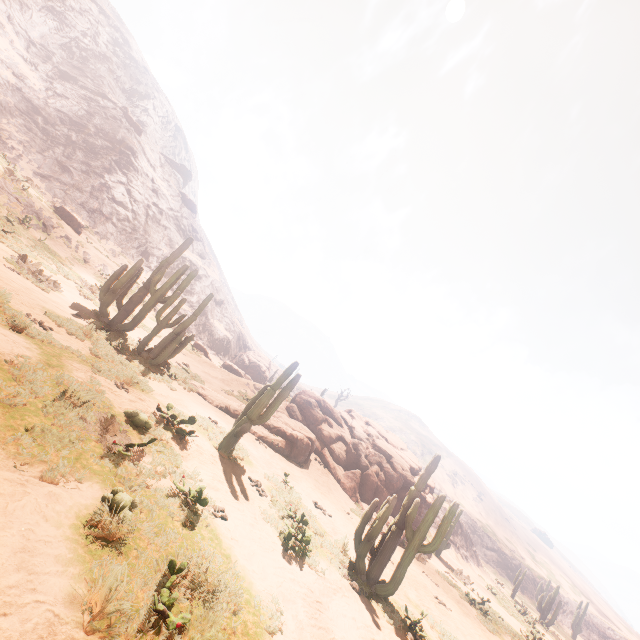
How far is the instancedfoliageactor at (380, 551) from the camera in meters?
8.2

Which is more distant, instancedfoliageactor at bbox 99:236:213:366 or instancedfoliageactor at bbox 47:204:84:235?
instancedfoliageactor at bbox 47:204:84:235

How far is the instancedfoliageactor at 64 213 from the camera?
25.1m

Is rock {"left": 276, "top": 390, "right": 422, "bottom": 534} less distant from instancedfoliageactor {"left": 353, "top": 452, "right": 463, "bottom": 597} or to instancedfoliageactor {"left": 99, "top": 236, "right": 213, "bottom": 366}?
instancedfoliageactor {"left": 353, "top": 452, "right": 463, "bottom": 597}

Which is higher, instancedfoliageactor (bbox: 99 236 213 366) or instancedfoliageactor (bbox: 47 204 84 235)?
instancedfoliageactor (bbox: 47 204 84 235)

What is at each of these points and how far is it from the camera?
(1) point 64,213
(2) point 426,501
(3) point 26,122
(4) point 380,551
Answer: (1) instancedfoliageactor, 25.33m
(2) rock, 20.39m
(3) z, 35.22m
(4) instancedfoliageactor, 8.69m

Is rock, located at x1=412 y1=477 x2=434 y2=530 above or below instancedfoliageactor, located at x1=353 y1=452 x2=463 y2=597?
above

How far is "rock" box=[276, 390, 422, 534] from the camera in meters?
18.7
